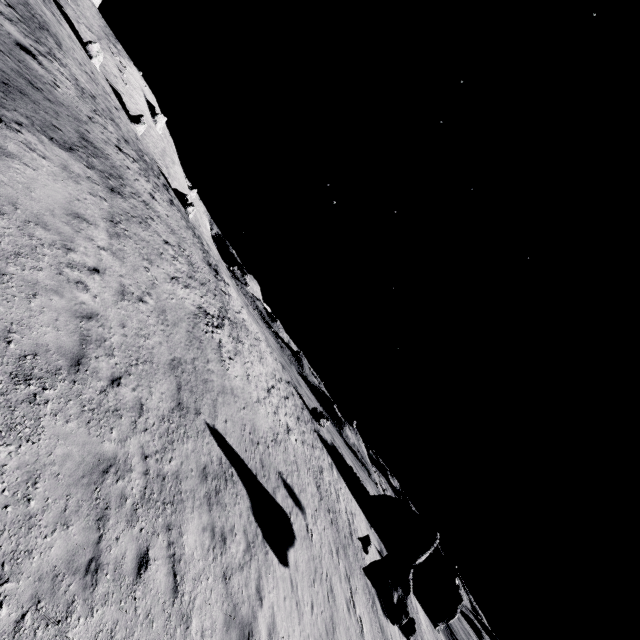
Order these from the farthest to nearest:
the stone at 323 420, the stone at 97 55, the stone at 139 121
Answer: the stone at 139 121, the stone at 97 55, the stone at 323 420

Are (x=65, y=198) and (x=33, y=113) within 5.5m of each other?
yes

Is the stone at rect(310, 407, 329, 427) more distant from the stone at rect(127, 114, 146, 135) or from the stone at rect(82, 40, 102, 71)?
the stone at rect(82, 40, 102, 71)

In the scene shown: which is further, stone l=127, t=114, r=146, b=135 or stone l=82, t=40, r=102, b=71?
stone l=127, t=114, r=146, b=135

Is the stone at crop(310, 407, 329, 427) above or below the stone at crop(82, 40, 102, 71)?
below

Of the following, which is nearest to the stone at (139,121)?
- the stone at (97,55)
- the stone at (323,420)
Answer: the stone at (97,55)

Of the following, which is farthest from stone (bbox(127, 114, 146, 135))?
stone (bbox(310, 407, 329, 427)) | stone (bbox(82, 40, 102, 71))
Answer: stone (bbox(310, 407, 329, 427))
